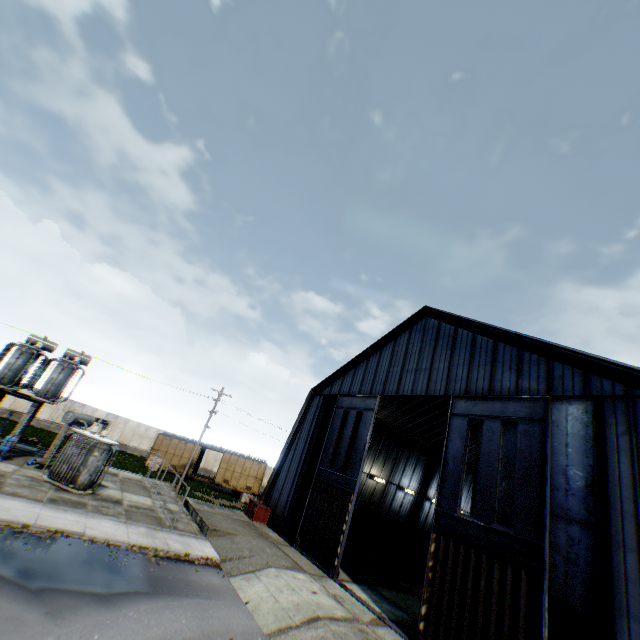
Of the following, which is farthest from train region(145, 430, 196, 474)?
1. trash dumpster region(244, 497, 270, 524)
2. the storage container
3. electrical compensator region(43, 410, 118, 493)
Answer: electrical compensator region(43, 410, 118, 493)

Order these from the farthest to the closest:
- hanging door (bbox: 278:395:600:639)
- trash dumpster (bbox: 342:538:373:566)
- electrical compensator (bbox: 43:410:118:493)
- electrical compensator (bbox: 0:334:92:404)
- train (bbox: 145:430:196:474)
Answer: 1. train (bbox: 145:430:196:474)
2. trash dumpster (bbox: 342:538:373:566)
3. electrical compensator (bbox: 0:334:92:404)
4. electrical compensator (bbox: 43:410:118:493)
5. hanging door (bbox: 278:395:600:639)

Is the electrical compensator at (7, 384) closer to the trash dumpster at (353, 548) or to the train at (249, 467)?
the train at (249, 467)

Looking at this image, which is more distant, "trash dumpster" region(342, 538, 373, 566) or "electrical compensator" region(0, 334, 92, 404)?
"trash dumpster" region(342, 538, 373, 566)

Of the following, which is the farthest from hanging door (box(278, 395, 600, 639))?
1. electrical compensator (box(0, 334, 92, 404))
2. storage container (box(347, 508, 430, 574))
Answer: electrical compensator (box(0, 334, 92, 404))

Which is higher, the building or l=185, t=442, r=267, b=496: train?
the building

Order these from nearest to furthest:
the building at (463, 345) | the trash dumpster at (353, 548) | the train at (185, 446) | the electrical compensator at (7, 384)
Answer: the building at (463, 345), the electrical compensator at (7, 384), the trash dumpster at (353, 548), the train at (185, 446)

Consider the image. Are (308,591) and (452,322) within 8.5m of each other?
no
